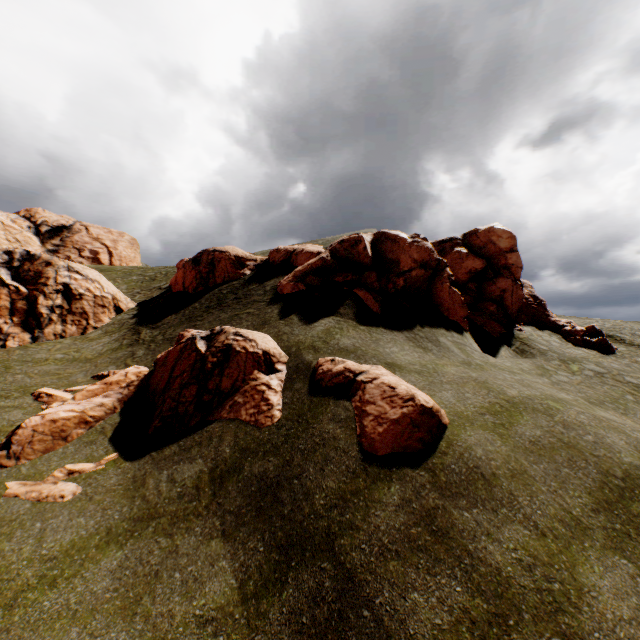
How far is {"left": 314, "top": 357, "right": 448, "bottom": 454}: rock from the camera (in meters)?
9.03

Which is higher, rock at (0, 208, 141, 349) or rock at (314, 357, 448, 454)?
rock at (0, 208, 141, 349)

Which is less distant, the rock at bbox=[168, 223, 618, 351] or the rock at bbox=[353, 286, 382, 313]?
the rock at bbox=[353, 286, 382, 313]

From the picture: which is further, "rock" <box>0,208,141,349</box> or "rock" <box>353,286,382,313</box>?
"rock" <box>0,208,141,349</box>

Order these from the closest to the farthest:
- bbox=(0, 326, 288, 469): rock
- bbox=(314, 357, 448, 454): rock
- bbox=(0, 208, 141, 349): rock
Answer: bbox=(314, 357, 448, 454): rock, bbox=(0, 326, 288, 469): rock, bbox=(0, 208, 141, 349): rock

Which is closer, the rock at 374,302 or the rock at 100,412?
the rock at 100,412

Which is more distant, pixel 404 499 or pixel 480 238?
pixel 480 238

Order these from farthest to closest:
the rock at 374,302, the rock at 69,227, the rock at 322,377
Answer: the rock at 69,227, the rock at 374,302, the rock at 322,377
